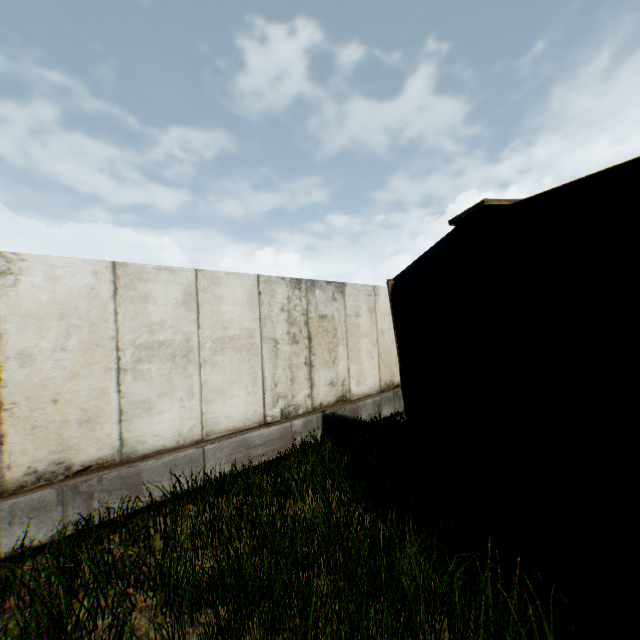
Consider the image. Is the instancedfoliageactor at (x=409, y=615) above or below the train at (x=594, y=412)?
below

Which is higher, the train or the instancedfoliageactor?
the train

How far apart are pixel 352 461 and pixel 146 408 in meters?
3.8
